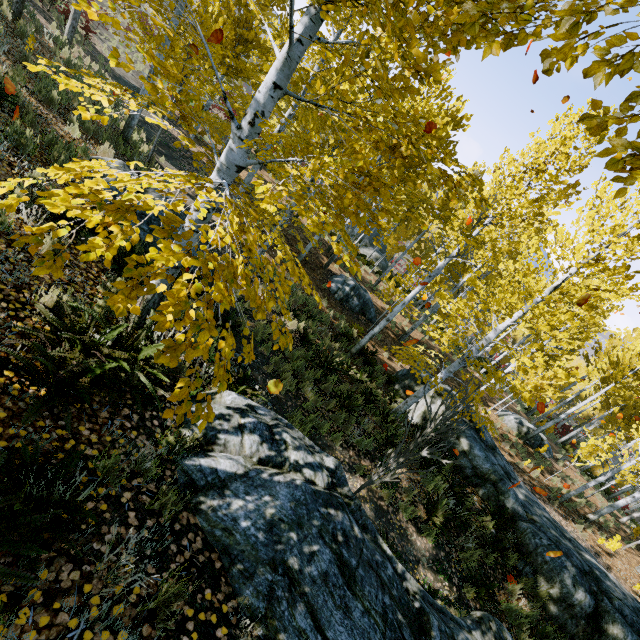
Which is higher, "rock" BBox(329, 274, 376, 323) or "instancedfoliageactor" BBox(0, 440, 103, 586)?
"instancedfoliageactor" BBox(0, 440, 103, 586)

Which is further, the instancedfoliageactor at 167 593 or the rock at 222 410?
the rock at 222 410

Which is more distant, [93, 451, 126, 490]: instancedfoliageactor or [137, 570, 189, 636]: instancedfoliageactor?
[93, 451, 126, 490]: instancedfoliageactor

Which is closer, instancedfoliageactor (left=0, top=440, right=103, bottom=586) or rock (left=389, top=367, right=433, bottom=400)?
instancedfoliageactor (left=0, top=440, right=103, bottom=586)

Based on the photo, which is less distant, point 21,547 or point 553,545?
point 21,547

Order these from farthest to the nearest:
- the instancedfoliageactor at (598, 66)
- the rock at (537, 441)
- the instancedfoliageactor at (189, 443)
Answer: the rock at (537, 441)
the instancedfoliageactor at (189, 443)
the instancedfoliageactor at (598, 66)

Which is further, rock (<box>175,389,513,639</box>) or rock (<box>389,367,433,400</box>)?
rock (<box>389,367,433,400</box>)

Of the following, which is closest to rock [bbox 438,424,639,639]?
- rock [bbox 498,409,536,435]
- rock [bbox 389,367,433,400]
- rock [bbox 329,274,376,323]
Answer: rock [bbox 389,367,433,400]
